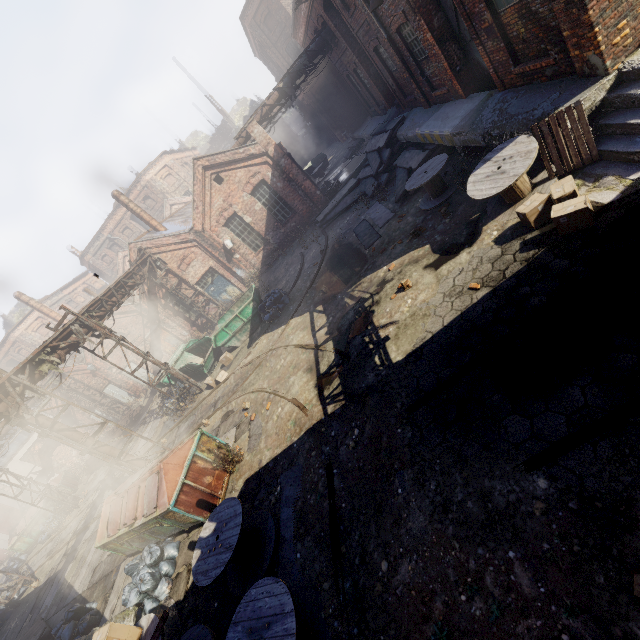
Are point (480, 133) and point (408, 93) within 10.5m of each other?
yes

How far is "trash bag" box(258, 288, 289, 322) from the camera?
14.8 meters

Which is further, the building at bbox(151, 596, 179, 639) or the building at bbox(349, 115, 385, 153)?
the building at bbox(349, 115, 385, 153)

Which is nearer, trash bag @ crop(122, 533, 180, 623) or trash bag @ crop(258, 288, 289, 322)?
trash bag @ crop(122, 533, 180, 623)

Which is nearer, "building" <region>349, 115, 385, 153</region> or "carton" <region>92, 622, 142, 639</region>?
"carton" <region>92, 622, 142, 639</region>

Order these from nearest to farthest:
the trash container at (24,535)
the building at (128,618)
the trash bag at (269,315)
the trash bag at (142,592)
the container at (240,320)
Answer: the building at (128,618)
the trash bag at (142,592)
the trash bag at (269,315)
the container at (240,320)
the trash container at (24,535)

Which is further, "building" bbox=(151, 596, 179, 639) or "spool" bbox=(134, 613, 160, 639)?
"building" bbox=(151, 596, 179, 639)

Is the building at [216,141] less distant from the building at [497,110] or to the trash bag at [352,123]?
the trash bag at [352,123]
